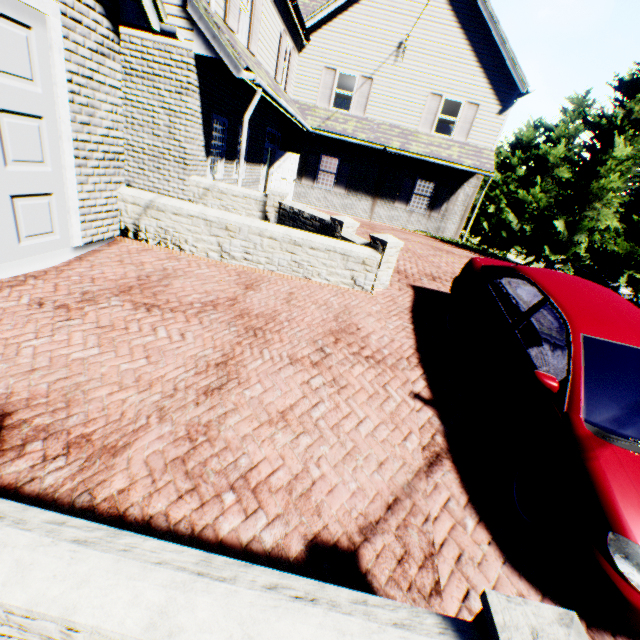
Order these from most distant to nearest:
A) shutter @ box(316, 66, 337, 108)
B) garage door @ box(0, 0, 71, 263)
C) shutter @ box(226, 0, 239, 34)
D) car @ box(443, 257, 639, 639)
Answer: shutter @ box(316, 66, 337, 108)
shutter @ box(226, 0, 239, 34)
garage door @ box(0, 0, 71, 263)
car @ box(443, 257, 639, 639)

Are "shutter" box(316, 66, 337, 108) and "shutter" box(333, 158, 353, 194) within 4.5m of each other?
yes

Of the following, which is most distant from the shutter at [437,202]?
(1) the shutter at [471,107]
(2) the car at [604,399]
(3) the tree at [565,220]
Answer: (2) the car at [604,399]

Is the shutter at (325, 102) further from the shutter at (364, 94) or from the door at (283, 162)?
the door at (283, 162)

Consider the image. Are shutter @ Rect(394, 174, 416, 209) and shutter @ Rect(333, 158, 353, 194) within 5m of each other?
yes

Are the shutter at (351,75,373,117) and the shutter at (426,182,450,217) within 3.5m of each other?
no

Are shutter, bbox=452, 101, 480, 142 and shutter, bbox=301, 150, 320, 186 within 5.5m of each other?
no

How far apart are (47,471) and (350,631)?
2.4m
